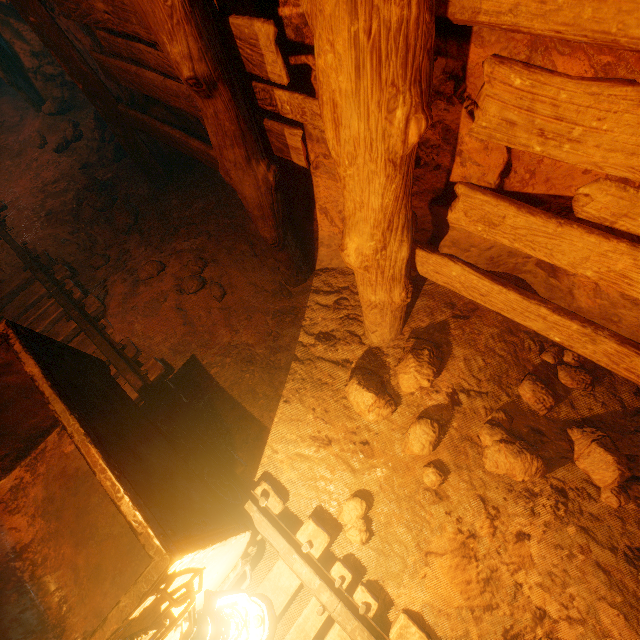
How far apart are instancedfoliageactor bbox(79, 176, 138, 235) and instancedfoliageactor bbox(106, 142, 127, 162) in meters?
0.5 m

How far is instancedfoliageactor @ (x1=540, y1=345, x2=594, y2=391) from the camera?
2.4 meters

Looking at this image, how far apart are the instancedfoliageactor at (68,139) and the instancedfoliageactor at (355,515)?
6.53m

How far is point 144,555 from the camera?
1.7 meters

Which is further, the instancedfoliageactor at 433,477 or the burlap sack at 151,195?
the instancedfoliageactor at 433,477

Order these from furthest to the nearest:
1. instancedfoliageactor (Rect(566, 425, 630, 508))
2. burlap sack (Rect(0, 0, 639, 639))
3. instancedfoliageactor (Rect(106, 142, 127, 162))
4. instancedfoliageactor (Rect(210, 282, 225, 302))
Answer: instancedfoliageactor (Rect(106, 142, 127, 162)) → instancedfoliageactor (Rect(210, 282, 225, 302)) → instancedfoliageactor (Rect(566, 425, 630, 508)) → burlap sack (Rect(0, 0, 639, 639))

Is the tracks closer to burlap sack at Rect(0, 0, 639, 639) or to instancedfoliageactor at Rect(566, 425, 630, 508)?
burlap sack at Rect(0, 0, 639, 639)

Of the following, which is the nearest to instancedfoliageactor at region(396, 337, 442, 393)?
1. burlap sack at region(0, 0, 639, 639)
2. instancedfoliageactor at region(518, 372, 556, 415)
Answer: burlap sack at region(0, 0, 639, 639)
